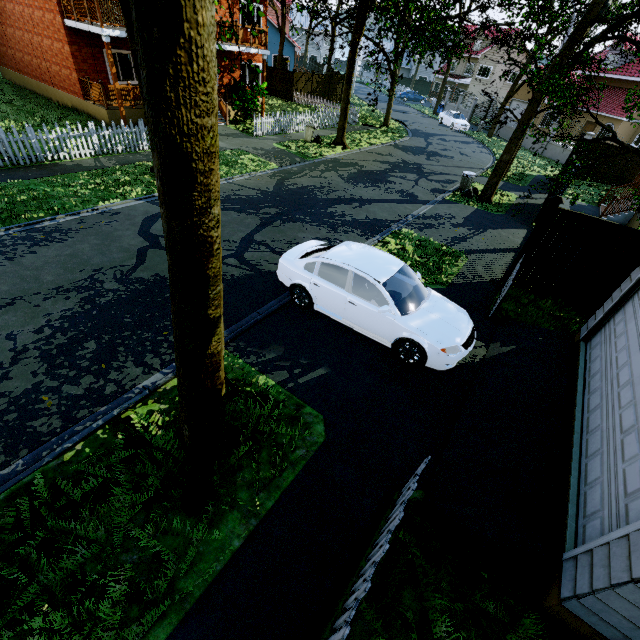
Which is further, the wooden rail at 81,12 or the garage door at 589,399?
the wooden rail at 81,12

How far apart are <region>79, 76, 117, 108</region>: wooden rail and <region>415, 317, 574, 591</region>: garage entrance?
19.2m

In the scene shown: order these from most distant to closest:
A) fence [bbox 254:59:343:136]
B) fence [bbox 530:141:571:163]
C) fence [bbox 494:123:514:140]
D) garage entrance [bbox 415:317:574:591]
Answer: fence [bbox 494:123:514:140]
fence [bbox 530:141:571:163]
fence [bbox 254:59:343:136]
garage entrance [bbox 415:317:574:591]

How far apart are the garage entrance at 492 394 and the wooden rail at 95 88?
19.24m

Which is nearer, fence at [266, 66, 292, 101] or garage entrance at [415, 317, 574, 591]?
garage entrance at [415, 317, 574, 591]

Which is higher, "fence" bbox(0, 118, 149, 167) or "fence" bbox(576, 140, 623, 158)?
"fence" bbox(576, 140, 623, 158)

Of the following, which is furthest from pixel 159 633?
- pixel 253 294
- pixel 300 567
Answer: pixel 253 294

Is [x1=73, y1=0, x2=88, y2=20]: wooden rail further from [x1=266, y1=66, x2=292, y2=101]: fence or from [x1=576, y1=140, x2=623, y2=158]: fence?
[x1=576, y1=140, x2=623, y2=158]: fence
